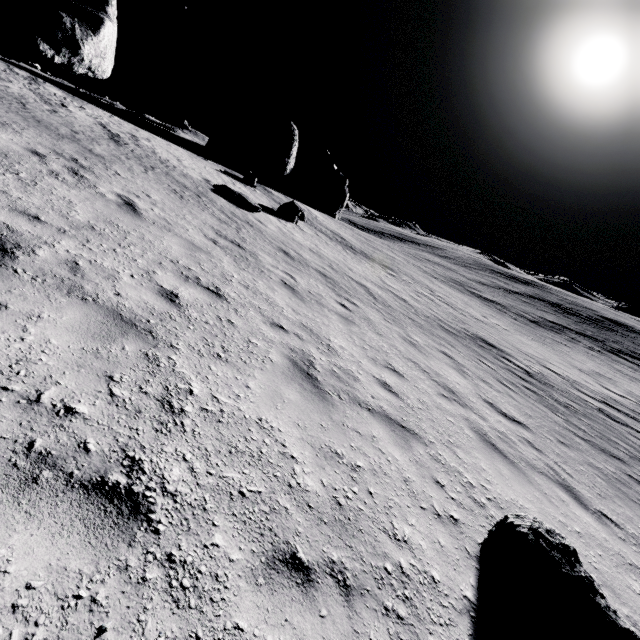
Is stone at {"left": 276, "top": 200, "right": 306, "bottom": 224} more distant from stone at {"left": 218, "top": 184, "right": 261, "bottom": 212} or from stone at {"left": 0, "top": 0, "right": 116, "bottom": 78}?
stone at {"left": 0, "top": 0, "right": 116, "bottom": 78}

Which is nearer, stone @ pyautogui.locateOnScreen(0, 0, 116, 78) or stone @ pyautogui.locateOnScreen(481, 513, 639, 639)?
stone @ pyautogui.locateOnScreen(481, 513, 639, 639)

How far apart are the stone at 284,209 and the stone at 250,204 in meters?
3.6

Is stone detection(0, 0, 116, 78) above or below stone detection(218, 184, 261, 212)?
above

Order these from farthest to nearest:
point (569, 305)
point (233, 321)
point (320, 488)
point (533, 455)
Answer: point (569, 305) < point (533, 455) < point (233, 321) < point (320, 488)

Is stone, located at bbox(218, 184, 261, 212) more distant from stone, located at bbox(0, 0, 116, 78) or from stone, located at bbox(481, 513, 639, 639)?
stone, located at bbox(481, 513, 639, 639)

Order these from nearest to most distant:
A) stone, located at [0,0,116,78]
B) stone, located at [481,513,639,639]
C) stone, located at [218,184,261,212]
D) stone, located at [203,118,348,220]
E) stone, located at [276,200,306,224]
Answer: stone, located at [481,513,639,639]
stone, located at [0,0,116,78]
stone, located at [218,184,261,212]
stone, located at [276,200,306,224]
stone, located at [203,118,348,220]

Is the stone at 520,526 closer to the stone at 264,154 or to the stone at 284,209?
the stone at 284,209
